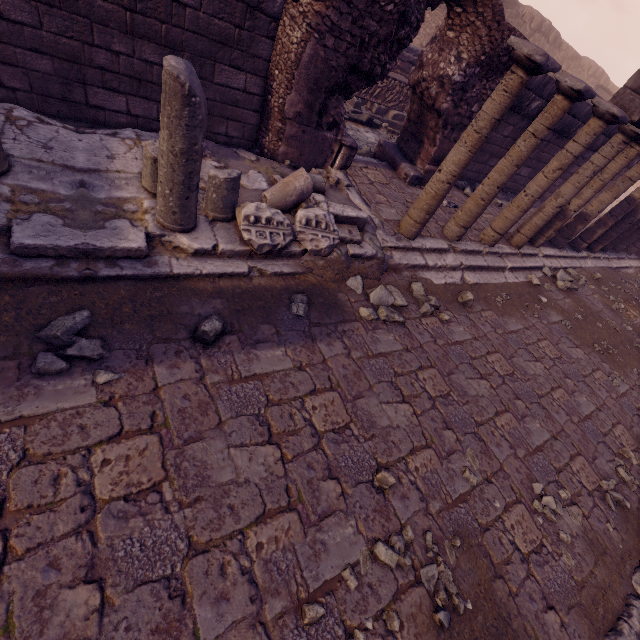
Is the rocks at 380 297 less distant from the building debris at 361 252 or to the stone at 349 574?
the building debris at 361 252

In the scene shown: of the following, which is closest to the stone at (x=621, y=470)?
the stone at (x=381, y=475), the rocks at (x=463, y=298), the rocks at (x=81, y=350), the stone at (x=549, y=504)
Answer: the stone at (x=549, y=504)

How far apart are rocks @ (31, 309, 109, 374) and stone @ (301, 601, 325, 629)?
1.9 meters

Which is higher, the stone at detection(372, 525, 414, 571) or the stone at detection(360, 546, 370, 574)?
the stone at detection(372, 525, 414, 571)

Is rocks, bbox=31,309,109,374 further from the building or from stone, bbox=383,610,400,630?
the building

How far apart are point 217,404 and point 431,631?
2.12m

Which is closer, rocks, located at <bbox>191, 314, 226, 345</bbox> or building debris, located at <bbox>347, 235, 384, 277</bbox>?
rocks, located at <bbox>191, 314, 226, 345</bbox>

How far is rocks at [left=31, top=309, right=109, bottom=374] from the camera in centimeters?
216cm
